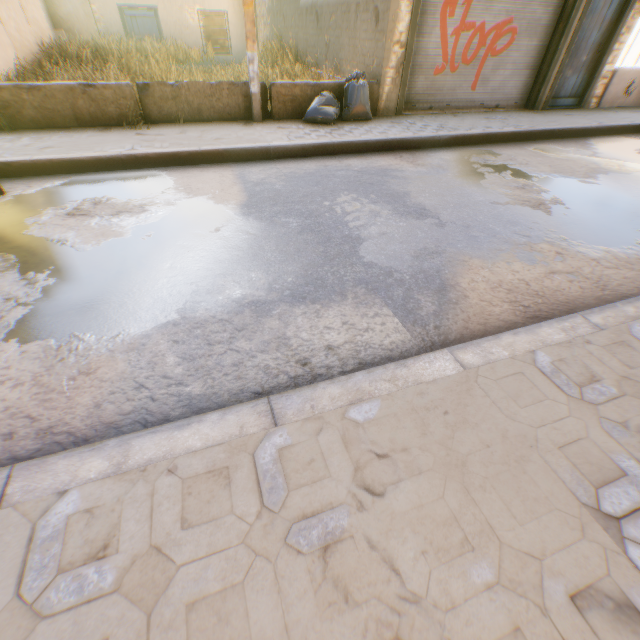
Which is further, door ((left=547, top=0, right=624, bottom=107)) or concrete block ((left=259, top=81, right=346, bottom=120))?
door ((left=547, top=0, right=624, bottom=107))

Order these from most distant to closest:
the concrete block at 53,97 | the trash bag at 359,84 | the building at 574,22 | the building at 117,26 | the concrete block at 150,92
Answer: the building at 117,26, the building at 574,22, the trash bag at 359,84, the concrete block at 150,92, the concrete block at 53,97

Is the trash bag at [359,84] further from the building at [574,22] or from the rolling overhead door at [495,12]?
the rolling overhead door at [495,12]

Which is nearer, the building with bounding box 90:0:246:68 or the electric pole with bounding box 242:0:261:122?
the electric pole with bounding box 242:0:261:122

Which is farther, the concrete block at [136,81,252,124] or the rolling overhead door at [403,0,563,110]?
the rolling overhead door at [403,0,563,110]

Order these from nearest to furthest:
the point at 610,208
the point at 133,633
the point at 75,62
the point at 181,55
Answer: the point at 133,633 → the point at 610,208 → the point at 75,62 → the point at 181,55

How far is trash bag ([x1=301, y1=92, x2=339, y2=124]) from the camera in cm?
640

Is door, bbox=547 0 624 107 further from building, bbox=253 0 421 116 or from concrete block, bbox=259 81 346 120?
concrete block, bbox=259 81 346 120
